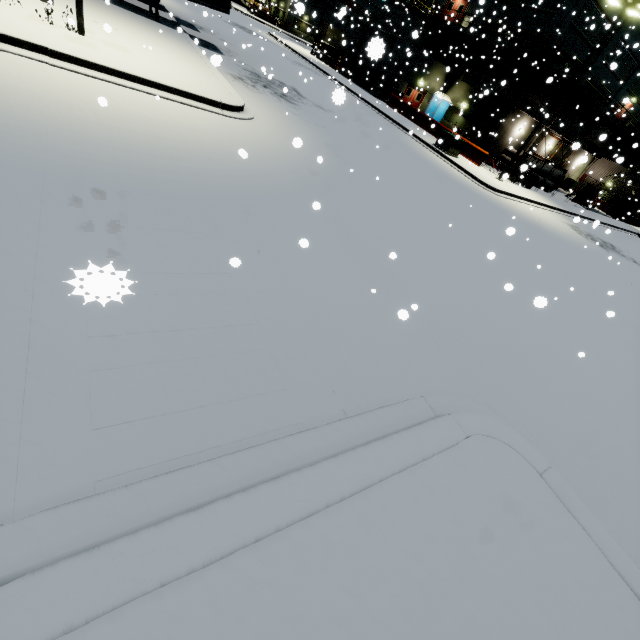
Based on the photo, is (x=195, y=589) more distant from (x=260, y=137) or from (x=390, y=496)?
(x=260, y=137)

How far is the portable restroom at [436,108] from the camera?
33.59m

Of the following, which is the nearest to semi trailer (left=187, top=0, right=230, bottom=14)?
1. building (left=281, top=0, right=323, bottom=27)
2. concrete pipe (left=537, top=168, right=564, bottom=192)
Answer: building (left=281, top=0, right=323, bottom=27)

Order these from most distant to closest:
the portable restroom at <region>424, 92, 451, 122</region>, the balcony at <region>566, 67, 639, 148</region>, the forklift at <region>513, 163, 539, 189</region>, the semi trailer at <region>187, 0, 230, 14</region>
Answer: the portable restroom at <region>424, 92, 451, 122</region> < the balcony at <region>566, 67, 639, 148</region> < the forklift at <region>513, 163, 539, 189</region> < the semi trailer at <region>187, 0, 230, 14</region>

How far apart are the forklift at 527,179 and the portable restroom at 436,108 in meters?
12.1 m

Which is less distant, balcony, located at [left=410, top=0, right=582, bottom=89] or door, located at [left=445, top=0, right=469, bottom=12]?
→ balcony, located at [left=410, top=0, right=582, bottom=89]

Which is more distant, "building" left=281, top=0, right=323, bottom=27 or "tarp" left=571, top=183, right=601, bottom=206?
"tarp" left=571, top=183, right=601, bottom=206

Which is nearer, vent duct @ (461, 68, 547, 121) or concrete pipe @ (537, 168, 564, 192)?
vent duct @ (461, 68, 547, 121)
